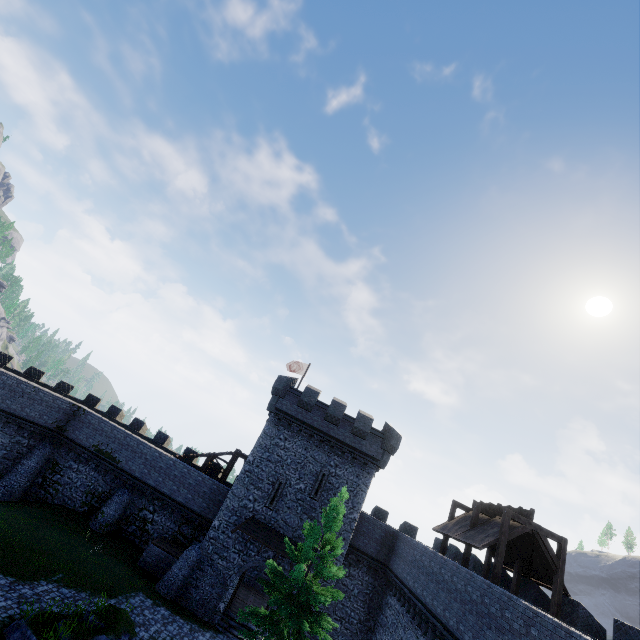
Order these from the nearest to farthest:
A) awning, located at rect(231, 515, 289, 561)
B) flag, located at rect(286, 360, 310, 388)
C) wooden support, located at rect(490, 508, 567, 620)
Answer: wooden support, located at rect(490, 508, 567, 620) < awning, located at rect(231, 515, 289, 561) < flag, located at rect(286, 360, 310, 388)

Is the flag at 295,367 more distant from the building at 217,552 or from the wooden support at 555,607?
the wooden support at 555,607

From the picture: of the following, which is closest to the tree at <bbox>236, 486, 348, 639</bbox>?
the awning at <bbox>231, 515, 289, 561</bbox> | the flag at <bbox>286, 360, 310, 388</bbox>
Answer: the awning at <bbox>231, 515, 289, 561</bbox>

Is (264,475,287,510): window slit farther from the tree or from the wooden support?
the wooden support

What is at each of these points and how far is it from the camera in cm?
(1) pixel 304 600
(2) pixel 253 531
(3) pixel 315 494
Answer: (1) tree, 1566
(2) awning, 2356
(3) window slit, 2523

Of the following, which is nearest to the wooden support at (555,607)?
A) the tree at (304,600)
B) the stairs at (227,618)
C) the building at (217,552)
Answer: the tree at (304,600)

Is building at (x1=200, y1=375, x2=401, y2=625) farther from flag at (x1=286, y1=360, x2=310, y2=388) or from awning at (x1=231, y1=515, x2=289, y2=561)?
flag at (x1=286, y1=360, x2=310, y2=388)

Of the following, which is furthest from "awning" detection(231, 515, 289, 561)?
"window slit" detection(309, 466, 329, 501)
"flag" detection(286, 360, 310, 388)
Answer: "flag" detection(286, 360, 310, 388)
